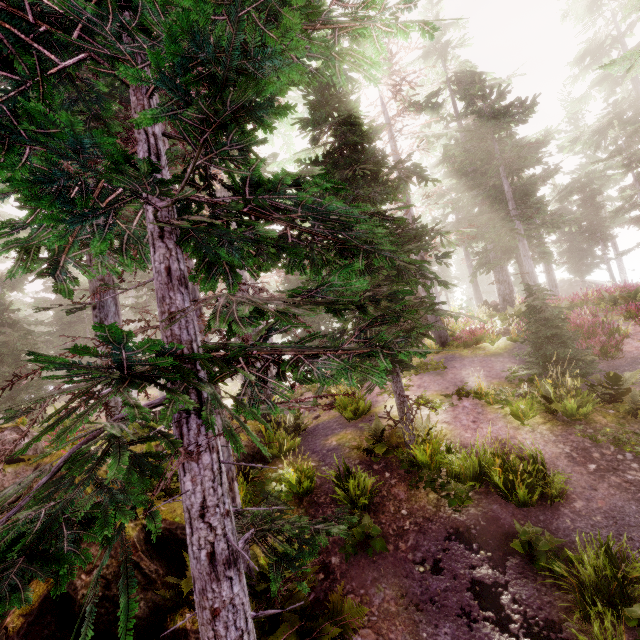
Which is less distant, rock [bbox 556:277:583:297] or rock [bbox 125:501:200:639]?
rock [bbox 125:501:200:639]

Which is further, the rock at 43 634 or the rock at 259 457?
the rock at 259 457

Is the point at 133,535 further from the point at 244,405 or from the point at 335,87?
the point at 335,87

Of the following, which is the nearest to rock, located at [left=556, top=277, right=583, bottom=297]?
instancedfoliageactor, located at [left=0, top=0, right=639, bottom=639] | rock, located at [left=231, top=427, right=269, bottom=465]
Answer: instancedfoliageactor, located at [left=0, top=0, right=639, bottom=639]

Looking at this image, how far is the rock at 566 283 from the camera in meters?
37.2

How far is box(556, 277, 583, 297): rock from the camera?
37.2m

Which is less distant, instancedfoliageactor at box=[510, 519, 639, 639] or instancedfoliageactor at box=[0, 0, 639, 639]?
instancedfoliageactor at box=[0, 0, 639, 639]

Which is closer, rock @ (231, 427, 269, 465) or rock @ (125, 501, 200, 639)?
rock @ (125, 501, 200, 639)
